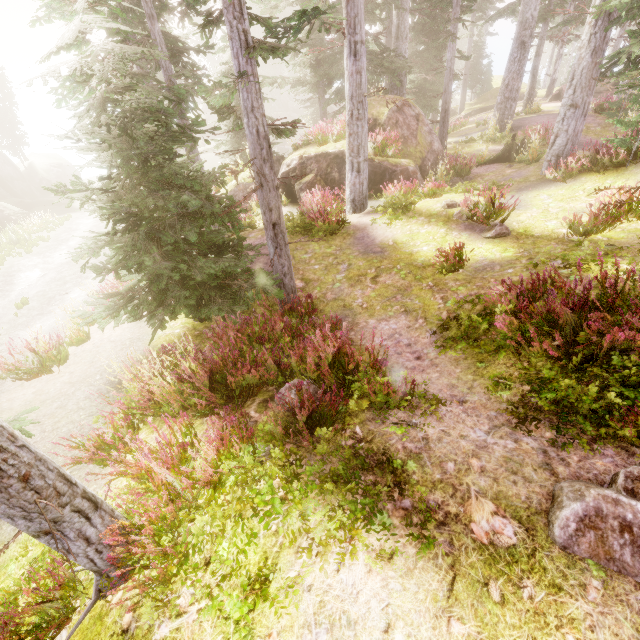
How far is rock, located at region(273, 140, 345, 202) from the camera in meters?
14.5

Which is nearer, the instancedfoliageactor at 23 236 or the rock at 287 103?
the instancedfoliageactor at 23 236

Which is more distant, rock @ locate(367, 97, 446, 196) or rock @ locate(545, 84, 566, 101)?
rock @ locate(545, 84, 566, 101)

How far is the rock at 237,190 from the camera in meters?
16.8 m

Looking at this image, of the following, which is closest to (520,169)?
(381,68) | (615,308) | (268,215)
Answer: (381,68)

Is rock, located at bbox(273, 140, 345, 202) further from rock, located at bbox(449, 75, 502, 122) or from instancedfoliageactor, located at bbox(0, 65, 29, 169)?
rock, located at bbox(449, 75, 502, 122)

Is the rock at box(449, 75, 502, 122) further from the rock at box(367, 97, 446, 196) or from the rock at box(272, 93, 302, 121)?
the rock at box(367, 97, 446, 196)
